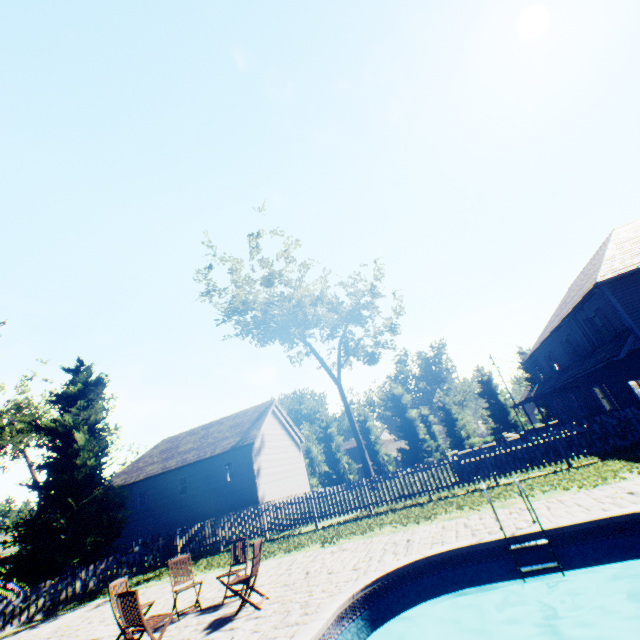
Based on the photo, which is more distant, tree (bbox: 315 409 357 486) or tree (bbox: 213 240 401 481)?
tree (bbox: 315 409 357 486)

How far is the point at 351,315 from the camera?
29.6 meters

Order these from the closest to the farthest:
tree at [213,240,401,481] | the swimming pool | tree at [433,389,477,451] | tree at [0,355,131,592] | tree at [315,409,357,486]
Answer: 1. the swimming pool
2. tree at [0,355,131,592]
3. tree at [213,240,401,481]
4. tree at [433,389,477,451]
5. tree at [315,409,357,486]

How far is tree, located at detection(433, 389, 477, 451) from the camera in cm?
3878

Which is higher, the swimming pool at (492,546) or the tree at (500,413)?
the tree at (500,413)

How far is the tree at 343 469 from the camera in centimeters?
4228cm
